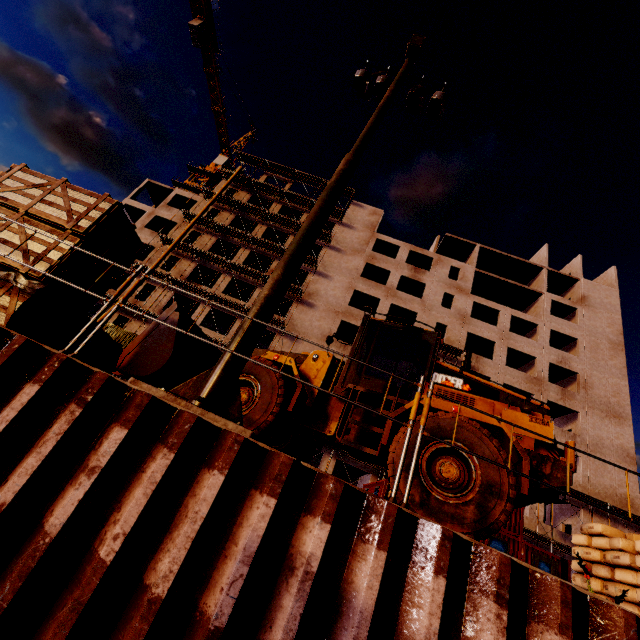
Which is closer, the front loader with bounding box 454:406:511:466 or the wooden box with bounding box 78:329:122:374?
the front loader with bounding box 454:406:511:466

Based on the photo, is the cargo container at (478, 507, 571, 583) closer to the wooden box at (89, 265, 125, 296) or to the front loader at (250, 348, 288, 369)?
the front loader at (250, 348, 288, 369)

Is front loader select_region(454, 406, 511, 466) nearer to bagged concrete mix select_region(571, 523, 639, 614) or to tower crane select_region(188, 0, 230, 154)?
bagged concrete mix select_region(571, 523, 639, 614)

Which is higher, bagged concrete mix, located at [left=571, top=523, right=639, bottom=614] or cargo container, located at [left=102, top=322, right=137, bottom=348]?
cargo container, located at [left=102, top=322, right=137, bottom=348]

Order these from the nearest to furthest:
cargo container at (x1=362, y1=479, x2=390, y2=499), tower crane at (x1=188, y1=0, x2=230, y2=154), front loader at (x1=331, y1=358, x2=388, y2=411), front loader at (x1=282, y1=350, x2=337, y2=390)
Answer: front loader at (x1=331, y1=358, x2=388, y2=411), front loader at (x1=282, y1=350, x2=337, y2=390), cargo container at (x1=362, y1=479, x2=390, y2=499), tower crane at (x1=188, y1=0, x2=230, y2=154)

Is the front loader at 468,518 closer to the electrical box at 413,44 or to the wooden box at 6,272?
the wooden box at 6,272

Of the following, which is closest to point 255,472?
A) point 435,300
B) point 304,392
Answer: point 304,392

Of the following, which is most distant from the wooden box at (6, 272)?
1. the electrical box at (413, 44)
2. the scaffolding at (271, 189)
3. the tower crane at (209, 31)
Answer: the tower crane at (209, 31)
